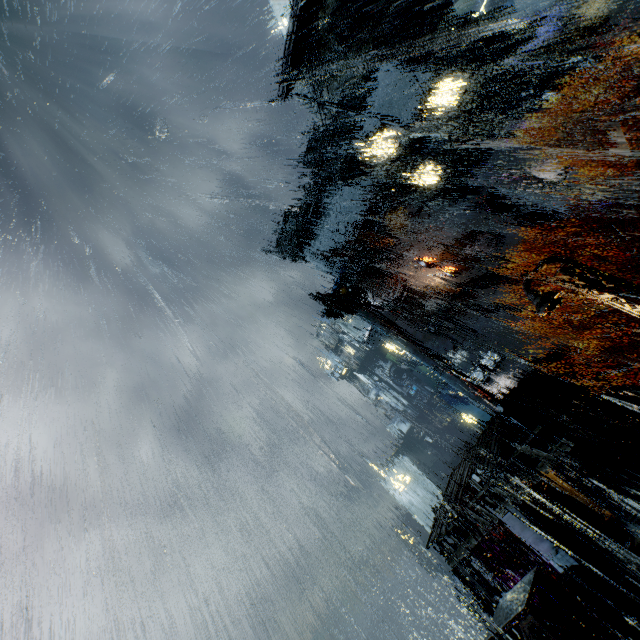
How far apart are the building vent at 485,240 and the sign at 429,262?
3.7m

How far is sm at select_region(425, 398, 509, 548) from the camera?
15.8 meters

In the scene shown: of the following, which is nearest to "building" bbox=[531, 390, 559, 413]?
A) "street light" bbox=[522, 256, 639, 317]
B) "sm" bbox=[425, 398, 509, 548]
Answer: "sm" bbox=[425, 398, 509, 548]

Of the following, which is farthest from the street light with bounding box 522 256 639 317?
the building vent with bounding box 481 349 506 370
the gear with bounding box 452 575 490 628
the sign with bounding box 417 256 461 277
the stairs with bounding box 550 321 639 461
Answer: the building vent with bounding box 481 349 506 370

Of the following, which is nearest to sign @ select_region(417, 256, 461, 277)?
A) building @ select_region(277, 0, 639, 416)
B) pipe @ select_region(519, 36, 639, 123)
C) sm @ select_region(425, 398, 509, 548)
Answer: building @ select_region(277, 0, 639, 416)

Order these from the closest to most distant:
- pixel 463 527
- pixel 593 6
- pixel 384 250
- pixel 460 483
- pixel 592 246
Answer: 1. pixel 460 483
2. pixel 463 527
3. pixel 593 6
4. pixel 592 246
5. pixel 384 250

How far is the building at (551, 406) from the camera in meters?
21.9

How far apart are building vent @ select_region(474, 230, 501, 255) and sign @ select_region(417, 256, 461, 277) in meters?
3.7
